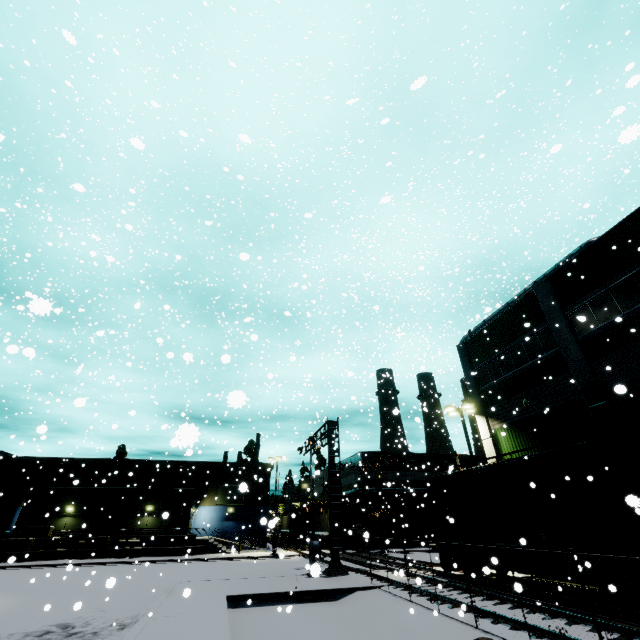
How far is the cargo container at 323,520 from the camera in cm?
3932

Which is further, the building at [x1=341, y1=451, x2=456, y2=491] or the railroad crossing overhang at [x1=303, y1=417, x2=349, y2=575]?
the building at [x1=341, y1=451, x2=456, y2=491]

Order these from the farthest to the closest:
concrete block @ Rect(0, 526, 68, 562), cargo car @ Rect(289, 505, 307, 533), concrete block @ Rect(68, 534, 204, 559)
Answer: cargo car @ Rect(289, 505, 307, 533)
concrete block @ Rect(68, 534, 204, 559)
concrete block @ Rect(0, 526, 68, 562)

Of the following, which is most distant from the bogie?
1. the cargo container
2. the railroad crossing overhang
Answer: the cargo container

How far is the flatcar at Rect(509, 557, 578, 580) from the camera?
11.6 meters

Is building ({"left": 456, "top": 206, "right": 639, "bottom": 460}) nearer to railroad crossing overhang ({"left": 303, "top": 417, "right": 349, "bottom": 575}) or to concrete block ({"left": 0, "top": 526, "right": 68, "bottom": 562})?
concrete block ({"left": 0, "top": 526, "right": 68, "bottom": 562})

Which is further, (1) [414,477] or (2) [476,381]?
(1) [414,477]

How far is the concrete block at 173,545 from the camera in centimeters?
3135cm
